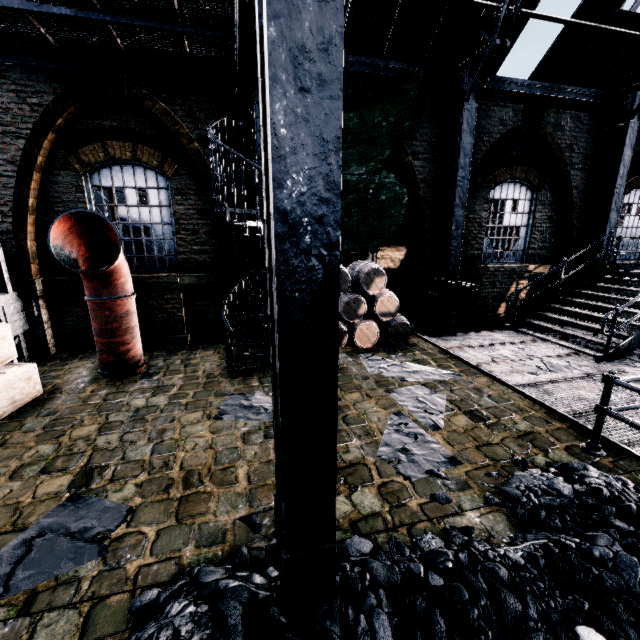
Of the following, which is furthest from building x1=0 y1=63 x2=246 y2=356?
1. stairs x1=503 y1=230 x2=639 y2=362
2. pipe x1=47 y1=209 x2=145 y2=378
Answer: pipe x1=47 y1=209 x2=145 y2=378

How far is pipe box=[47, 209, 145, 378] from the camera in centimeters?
610cm

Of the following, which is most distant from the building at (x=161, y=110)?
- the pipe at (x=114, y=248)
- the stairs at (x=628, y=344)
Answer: the pipe at (x=114, y=248)

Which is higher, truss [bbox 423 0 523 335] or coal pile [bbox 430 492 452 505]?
truss [bbox 423 0 523 335]

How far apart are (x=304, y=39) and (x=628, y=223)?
16.9m

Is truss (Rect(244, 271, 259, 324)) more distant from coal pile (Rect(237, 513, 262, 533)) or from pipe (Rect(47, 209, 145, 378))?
pipe (Rect(47, 209, 145, 378))

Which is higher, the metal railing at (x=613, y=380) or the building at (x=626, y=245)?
the building at (x=626, y=245)

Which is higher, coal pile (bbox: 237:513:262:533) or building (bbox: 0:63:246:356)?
building (bbox: 0:63:246:356)
